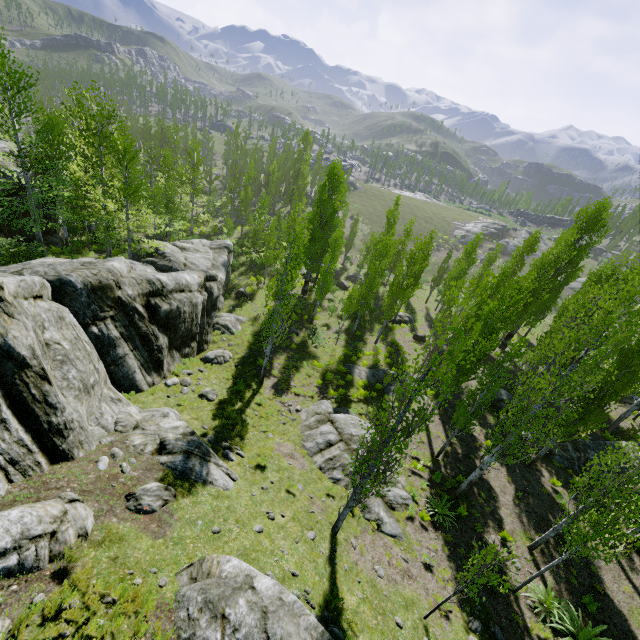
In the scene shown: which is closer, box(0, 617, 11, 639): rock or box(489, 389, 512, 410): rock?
box(0, 617, 11, 639): rock

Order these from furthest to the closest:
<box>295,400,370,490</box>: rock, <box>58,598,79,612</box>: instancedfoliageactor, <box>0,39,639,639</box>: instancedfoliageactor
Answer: <box>295,400,370,490</box>: rock < <box>0,39,639,639</box>: instancedfoliageactor < <box>58,598,79,612</box>: instancedfoliageactor

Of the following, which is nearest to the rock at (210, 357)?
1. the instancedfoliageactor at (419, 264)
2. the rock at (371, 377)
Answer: the instancedfoliageactor at (419, 264)

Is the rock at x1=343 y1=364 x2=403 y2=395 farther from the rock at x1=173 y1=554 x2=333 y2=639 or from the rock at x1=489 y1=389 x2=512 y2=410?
the rock at x1=173 y1=554 x2=333 y2=639

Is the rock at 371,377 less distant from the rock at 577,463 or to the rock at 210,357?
the rock at 577,463

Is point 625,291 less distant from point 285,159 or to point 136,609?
point 136,609

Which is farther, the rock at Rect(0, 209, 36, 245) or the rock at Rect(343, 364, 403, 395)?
the rock at Rect(343, 364, 403, 395)

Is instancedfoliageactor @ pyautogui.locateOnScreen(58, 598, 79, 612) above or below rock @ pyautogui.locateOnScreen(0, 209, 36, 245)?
above
